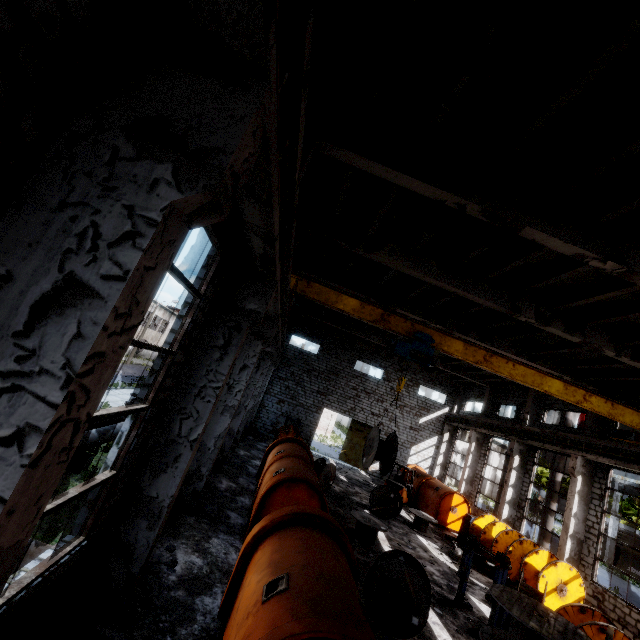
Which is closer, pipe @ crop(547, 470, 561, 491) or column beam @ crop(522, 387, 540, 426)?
pipe @ crop(547, 470, 561, 491)

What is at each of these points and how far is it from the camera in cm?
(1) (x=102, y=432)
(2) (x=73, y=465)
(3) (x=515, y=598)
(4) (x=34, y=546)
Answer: (1) pipe, 1115
(2) pipe holder, 1035
(3) wire spool, 573
(4) pipe, 511

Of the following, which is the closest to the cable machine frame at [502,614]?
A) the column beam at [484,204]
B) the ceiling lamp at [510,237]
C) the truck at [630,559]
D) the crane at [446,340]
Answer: the crane at [446,340]

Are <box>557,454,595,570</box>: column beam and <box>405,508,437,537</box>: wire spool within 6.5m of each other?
yes

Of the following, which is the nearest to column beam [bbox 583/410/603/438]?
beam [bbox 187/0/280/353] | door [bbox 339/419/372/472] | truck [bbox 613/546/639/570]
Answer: beam [bbox 187/0/280/353]

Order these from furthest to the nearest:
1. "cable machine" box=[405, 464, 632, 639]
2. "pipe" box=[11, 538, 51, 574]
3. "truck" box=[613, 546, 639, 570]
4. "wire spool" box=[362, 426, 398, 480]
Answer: "truck" box=[613, 546, 639, 570]
"wire spool" box=[362, 426, 398, 480]
"cable machine" box=[405, 464, 632, 639]
"pipe" box=[11, 538, 51, 574]

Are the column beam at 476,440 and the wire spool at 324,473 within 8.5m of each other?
no

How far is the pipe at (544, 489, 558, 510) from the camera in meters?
18.7
